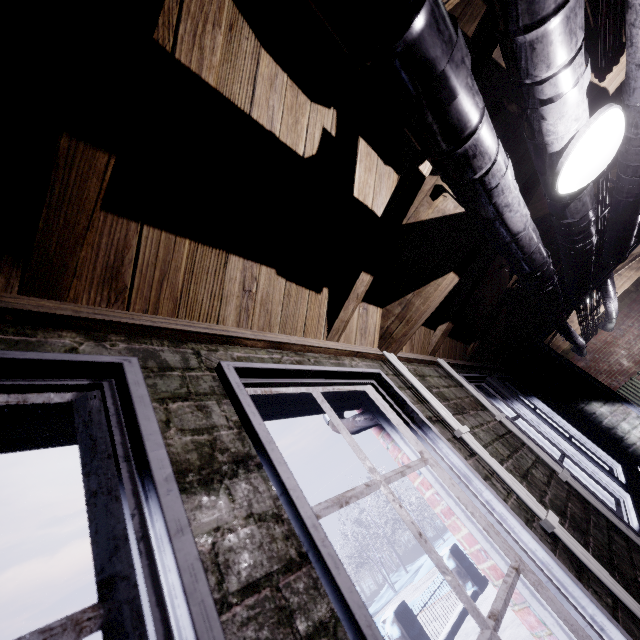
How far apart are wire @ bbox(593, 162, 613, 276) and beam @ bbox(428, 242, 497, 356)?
0.3m

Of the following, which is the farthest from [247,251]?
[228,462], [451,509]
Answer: [451,509]

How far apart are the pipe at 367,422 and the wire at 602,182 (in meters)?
1.74

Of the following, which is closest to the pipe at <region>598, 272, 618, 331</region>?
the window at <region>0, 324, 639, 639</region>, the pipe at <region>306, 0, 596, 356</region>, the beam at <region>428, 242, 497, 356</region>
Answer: the beam at <region>428, 242, 497, 356</region>

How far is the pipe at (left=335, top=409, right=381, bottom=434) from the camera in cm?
168

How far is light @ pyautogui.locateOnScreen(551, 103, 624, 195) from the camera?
1.15m

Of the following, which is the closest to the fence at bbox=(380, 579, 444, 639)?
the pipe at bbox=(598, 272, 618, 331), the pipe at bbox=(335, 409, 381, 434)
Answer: the pipe at bbox=(335, 409, 381, 434)

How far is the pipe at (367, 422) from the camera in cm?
168
